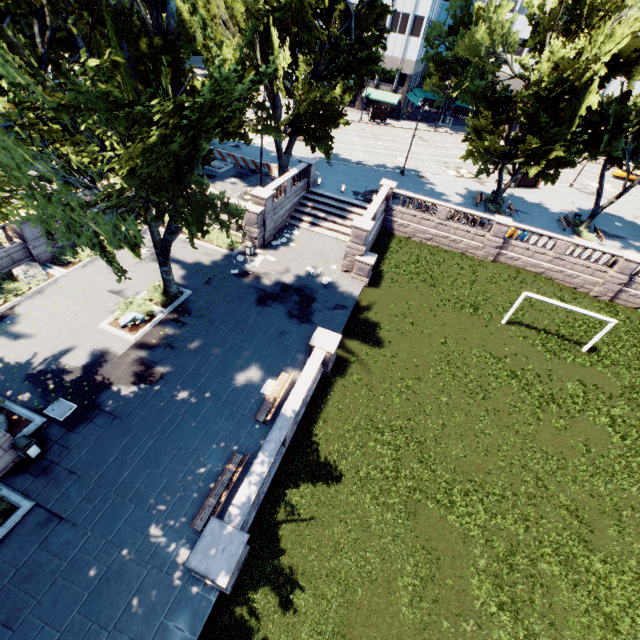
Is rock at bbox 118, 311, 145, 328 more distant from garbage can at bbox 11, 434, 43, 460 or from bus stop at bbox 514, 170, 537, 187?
bus stop at bbox 514, 170, 537, 187

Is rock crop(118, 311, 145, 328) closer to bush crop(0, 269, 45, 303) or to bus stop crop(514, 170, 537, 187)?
bush crop(0, 269, 45, 303)

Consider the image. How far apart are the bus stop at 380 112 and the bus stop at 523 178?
25.5m

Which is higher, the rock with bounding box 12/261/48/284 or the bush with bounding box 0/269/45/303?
the rock with bounding box 12/261/48/284

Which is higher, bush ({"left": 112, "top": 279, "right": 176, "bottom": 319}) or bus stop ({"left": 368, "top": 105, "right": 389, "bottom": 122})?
bus stop ({"left": 368, "top": 105, "right": 389, "bottom": 122})

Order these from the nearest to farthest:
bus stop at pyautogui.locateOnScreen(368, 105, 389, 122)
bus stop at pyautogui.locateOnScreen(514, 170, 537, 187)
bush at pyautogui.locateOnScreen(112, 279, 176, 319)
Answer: bush at pyautogui.locateOnScreen(112, 279, 176, 319)
bus stop at pyautogui.locateOnScreen(514, 170, 537, 187)
bus stop at pyautogui.locateOnScreen(368, 105, 389, 122)

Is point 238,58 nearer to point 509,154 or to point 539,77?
point 539,77

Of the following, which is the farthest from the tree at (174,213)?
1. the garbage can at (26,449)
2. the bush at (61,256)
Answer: the bush at (61,256)
